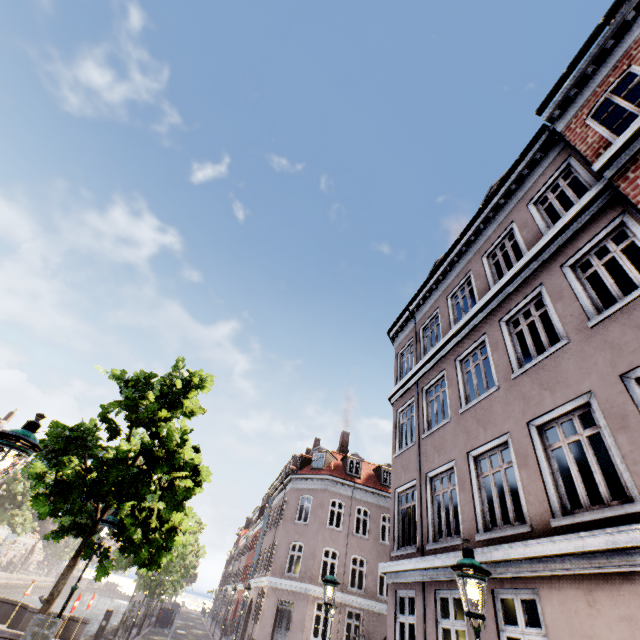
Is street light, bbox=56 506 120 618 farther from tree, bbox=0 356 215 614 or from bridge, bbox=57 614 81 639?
bridge, bbox=57 614 81 639

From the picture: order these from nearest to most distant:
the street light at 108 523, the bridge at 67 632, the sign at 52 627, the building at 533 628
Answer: the building at 533 628 < the sign at 52 627 < the street light at 108 523 < the bridge at 67 632

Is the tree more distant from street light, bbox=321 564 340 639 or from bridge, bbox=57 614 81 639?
street light, bbox=321 564 340 639

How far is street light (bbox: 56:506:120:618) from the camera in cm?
709

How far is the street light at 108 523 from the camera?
7.1m

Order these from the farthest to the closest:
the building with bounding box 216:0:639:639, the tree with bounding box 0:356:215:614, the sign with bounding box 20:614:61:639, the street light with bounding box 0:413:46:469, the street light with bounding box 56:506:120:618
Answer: the tree with bounding box 0:356:215:614
the street light with bounding box 56:506:120:618
the sign with bounding box 20:614:61:639
the building with bounding box 216:0:639:639
the street light with bounding box 0:413:46:469

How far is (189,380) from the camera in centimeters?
1240cm

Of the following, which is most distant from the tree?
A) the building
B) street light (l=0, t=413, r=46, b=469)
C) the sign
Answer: the building
